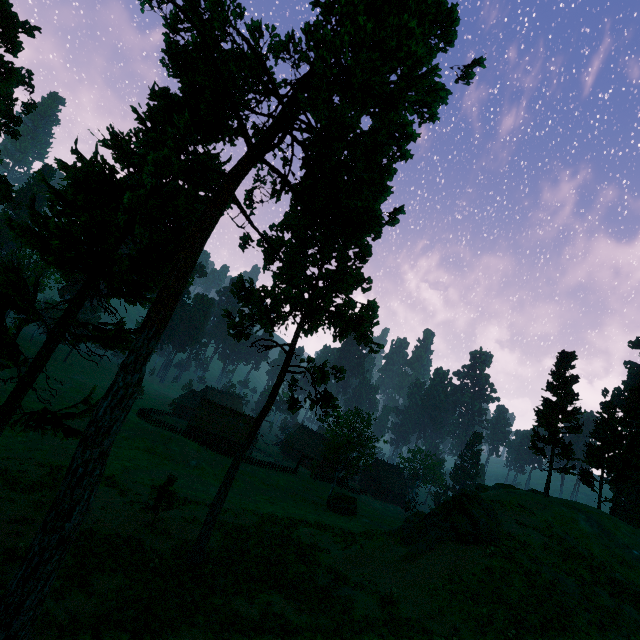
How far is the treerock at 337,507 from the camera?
41.8 meters

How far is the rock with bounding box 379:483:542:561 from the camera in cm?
2247

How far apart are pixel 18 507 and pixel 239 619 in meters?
16.7 m

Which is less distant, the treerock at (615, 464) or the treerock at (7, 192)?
the treerock at (615, 464)

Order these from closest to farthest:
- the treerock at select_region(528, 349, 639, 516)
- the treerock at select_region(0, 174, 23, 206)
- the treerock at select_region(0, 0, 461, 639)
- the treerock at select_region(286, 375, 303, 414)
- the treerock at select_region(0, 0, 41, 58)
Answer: the treerock at select_region(0, 0, 461, 639), the treerock at select_region(0, 0, 41, 58), the treerock at select_region(286, 375, 303, 414), the treerock at select_region(528, 349, 639, 516), the treerock at select_region(0, 174, 23, 206)

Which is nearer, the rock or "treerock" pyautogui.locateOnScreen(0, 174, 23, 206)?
the rock

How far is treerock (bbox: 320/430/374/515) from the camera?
41.8m
